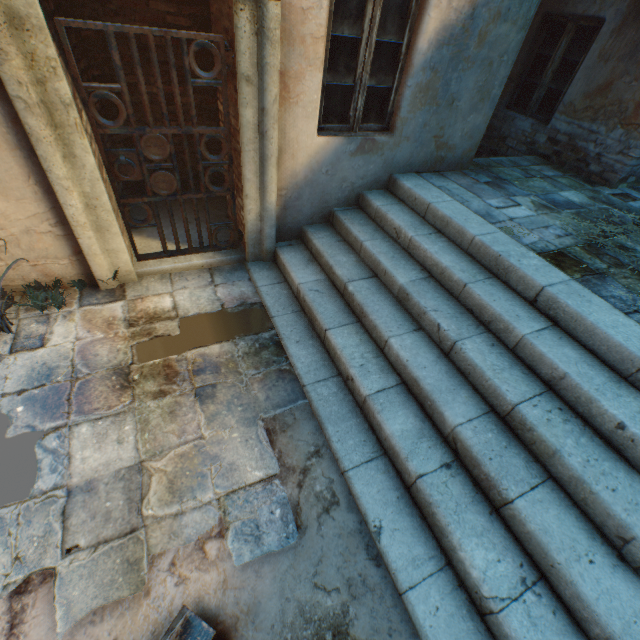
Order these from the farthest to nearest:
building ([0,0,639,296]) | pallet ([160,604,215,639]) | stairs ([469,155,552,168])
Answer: stairs ([469,155,552,168])
building ([0,0,639,296])
pallet ([160,604,215,639])

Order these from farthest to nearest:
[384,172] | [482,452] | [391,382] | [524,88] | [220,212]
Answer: [524,88], [220,212], [384,172], [391,382], [482,452]

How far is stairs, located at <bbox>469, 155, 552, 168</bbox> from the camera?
4.9 meters

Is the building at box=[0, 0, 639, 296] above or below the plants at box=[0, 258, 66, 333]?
above

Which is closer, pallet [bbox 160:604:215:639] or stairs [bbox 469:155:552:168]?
pallet [bbox 160:604:215:639]

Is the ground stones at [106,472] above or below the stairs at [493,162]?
below

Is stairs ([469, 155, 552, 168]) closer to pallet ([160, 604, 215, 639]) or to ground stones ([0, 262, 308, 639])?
ground stones ([0, 262, 308, 639])

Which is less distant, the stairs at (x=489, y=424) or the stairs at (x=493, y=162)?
the stairs at (x=489, y=424)
